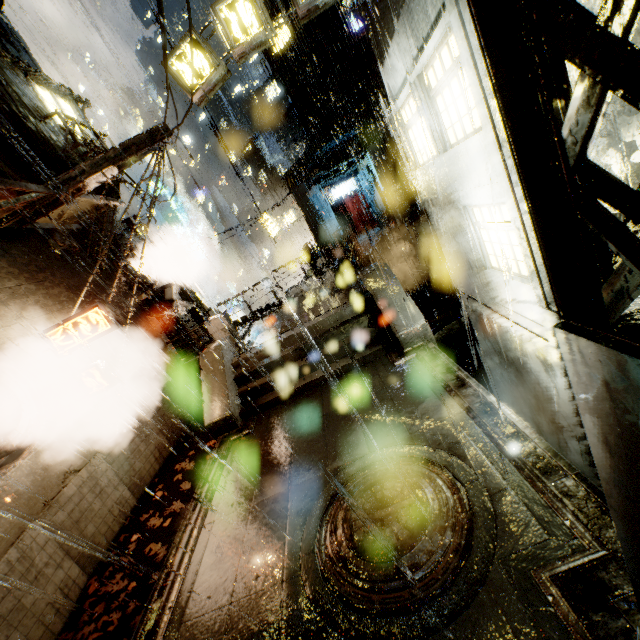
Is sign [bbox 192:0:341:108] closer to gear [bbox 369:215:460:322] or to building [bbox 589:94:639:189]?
building [bbox 589:94:639:189]

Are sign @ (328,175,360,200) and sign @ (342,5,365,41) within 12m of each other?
yes

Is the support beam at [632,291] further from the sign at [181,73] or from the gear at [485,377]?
the gear at [485,377]

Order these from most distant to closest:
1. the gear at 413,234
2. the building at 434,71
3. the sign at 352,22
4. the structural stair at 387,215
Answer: the sign at 352,22 < the structural stair at 387,215 < the gear at 413,234 < the building at 434,71

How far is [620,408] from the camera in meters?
1.8 m

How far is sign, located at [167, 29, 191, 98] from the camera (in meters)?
9.19

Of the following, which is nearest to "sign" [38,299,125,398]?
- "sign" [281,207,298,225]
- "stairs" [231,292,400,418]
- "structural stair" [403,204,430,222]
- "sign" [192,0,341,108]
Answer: "stairs" [231,292,400,418]

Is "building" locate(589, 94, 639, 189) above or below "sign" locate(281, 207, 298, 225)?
below
